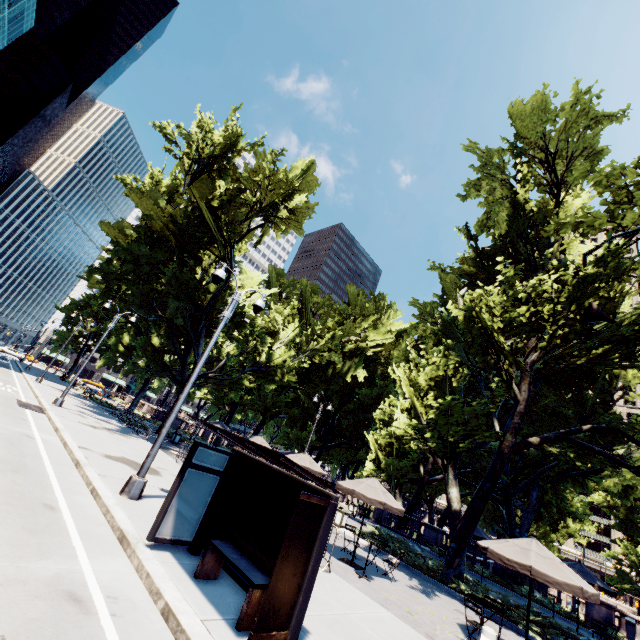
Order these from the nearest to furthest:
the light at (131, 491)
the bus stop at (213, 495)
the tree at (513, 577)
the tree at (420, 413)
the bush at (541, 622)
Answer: the bus stop at (213, 495) → the light at (131, 491) → the bush at (541, 622) → the tree at (420, 413) → the tree at (513, 577)

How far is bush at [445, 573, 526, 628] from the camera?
11.9m

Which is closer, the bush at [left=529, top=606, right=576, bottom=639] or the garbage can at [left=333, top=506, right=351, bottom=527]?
the bush at [left=529, top=606, right=576, bottom=639]

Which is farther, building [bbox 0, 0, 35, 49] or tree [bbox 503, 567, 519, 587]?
building [bbox 0, 0, 35, 49]

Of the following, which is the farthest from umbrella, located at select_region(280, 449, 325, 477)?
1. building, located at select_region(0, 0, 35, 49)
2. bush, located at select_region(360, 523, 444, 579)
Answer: building, located at select_region(0, 0, 35, 49)

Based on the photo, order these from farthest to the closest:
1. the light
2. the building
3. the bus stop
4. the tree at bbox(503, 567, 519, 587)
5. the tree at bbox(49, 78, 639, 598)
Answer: the building
the tree at bbox(503, 567, 519, 587)
the tree at bbox(49, 78, 639, 598)
the light
the bus stop

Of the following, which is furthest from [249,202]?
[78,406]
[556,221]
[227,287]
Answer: [78,406]

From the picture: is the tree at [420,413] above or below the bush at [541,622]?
above
